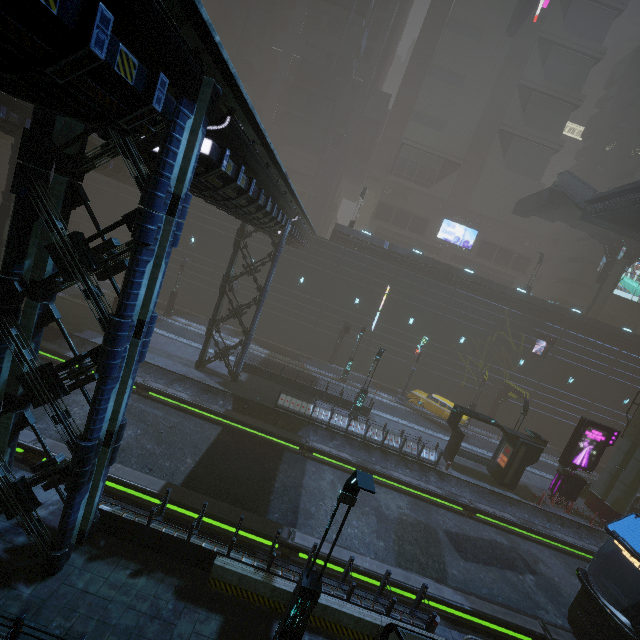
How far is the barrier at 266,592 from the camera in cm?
862

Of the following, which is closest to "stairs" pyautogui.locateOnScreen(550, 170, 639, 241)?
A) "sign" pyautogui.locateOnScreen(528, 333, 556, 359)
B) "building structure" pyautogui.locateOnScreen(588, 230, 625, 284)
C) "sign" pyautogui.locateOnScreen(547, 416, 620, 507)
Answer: "building structure" pyautogui.locateOnScreen(588, 230, 625, 284)

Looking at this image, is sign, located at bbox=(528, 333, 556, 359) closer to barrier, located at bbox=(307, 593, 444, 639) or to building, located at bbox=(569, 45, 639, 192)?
building, located at bbox=(569, 45, 639, 192)

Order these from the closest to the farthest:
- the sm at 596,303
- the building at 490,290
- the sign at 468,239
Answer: the sm at 596,303 < the building at 490,290 < the sign at 468,239

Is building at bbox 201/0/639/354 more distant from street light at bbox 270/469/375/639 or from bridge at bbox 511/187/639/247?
bridge at bbox 511/187/639/247

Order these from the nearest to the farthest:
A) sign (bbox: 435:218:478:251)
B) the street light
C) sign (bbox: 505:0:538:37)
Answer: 1. the street light
2. sign (bbox: 505:0:538:37)
3. sign (bbox: 435:218:478:251)

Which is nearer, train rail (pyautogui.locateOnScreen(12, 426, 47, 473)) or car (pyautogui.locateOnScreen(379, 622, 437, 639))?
car (pyautogui.locateOnScreen(379, 622, 437, 639))

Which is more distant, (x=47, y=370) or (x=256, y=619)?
(x=256, y=619)
